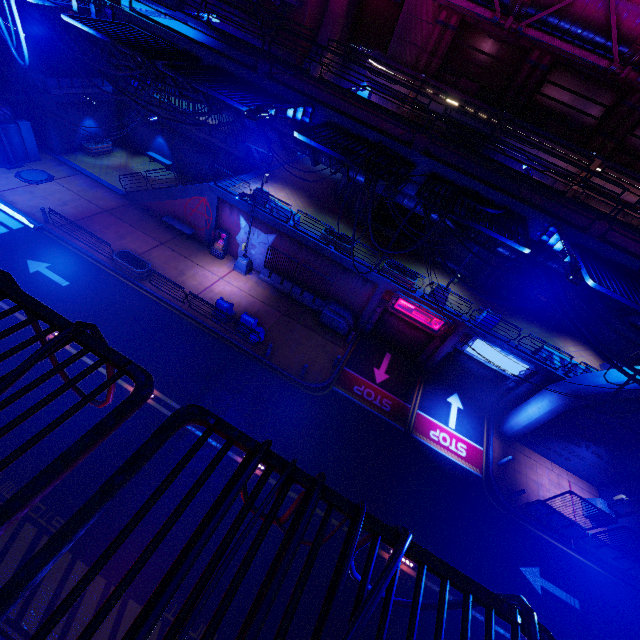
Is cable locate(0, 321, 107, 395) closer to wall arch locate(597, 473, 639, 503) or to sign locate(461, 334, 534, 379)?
sign locate(461, 334, 534, 379)

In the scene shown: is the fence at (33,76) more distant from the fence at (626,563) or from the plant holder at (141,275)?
the fence at (626,563)

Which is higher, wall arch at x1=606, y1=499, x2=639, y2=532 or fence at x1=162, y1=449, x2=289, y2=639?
fence at x1=162, y1=449, x2=289, y2=639

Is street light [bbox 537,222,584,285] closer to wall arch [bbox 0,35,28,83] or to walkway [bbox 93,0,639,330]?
walkway [bbox 93,0,639,330]

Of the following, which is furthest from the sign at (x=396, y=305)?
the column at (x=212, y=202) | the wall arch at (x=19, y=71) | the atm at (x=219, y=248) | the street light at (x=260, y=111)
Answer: the wall arch at (x=19, y=71)

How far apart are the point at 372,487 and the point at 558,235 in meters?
13.0 m

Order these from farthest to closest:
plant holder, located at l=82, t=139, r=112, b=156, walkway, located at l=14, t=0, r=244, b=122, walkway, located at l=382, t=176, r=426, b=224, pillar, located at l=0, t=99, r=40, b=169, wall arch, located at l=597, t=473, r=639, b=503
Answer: plant holder, located at l=82, t=139, r=112, b=156 < pillar, located at l=0, t=99, r=40, b=169 < wall arch, located at l=597, t=473, r=639, b=503 < walkway, located at l=14, t=0, r=244, b=122 < walkway, located at l=382, t=176, r=426, b=224

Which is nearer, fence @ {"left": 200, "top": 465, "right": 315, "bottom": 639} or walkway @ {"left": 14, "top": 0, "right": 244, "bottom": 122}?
fence @ {"left": 200, "top": 465, "right": 315, "bottom": 639}
